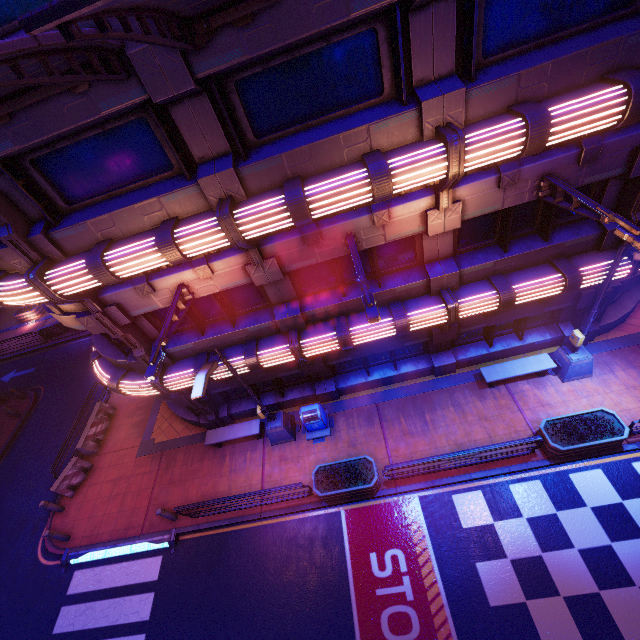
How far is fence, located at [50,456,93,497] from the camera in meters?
14.1

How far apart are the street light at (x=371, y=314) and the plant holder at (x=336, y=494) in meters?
6.8 m

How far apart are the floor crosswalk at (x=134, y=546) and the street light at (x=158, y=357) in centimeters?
854cm

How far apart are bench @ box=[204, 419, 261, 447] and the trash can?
1.7m

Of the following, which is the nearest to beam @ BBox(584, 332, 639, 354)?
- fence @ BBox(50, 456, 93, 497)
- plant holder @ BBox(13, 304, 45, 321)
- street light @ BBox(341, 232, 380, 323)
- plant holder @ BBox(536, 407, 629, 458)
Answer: plant holder @ BBox(536, 407, 629, 458)

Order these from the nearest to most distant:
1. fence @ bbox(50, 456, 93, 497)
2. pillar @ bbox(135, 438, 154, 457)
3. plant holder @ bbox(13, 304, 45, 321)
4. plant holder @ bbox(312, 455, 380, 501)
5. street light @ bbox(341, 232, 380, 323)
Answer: street light @ bbox(341, 232, 380, 323) → plant holder @ bbox(312, 455, 380, 501) → fence @ bbox(50, 456, 93, 497) → pillar @ bbox(135, 438, 154, 457) → plant holder @ bbox(13, 304, 45, 321)

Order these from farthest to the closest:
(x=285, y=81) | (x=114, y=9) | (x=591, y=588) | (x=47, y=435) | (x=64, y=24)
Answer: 1. (x=47, y=435)
2. (x=591, y=588)
3. (x=285, y=81)
4. (x=114, y=9)
5. (x=64, y=24)

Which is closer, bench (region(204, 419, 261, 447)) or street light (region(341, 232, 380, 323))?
street light (region(341, 232, 380, 323))
